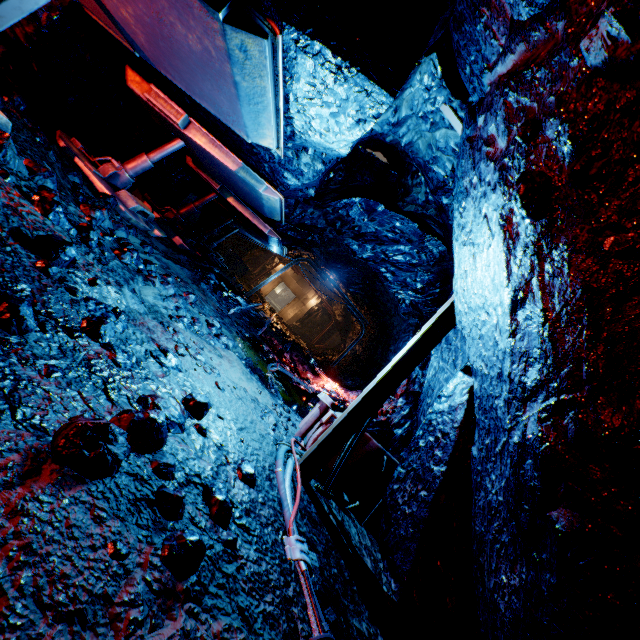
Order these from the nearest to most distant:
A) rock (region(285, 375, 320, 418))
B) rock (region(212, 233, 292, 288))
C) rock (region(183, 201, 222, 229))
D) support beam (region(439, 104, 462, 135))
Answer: support beam (region(439, 104, 462, 135)) < rock (region(285, 375, 320, 418)) < rock (region(183, 201, 222, 229)) < rock (region(212, 233, 292, 288))

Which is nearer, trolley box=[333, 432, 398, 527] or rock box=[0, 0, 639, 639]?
rock box=[0, 0, 639, 639]

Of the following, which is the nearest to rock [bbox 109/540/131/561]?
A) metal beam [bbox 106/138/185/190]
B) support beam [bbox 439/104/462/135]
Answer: support beam [bbox 439/104/462/135]

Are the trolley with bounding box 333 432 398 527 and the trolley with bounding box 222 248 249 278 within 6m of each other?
no

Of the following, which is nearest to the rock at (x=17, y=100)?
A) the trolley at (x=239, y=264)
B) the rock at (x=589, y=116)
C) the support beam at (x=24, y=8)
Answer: the rock at (x=589, y=116)

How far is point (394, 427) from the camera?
7.84m

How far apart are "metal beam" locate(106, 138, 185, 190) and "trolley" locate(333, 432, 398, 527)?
5.2m

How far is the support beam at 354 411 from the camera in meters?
3.3 m
